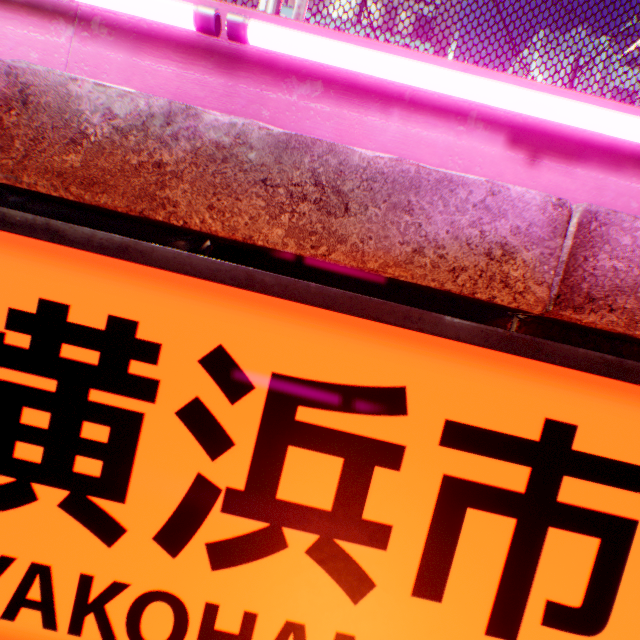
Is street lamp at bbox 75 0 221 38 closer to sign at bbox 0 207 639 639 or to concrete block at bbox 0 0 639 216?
concrete block at bbox 0 0 639 216

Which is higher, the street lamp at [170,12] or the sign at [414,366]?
the street lamp at [170,12]

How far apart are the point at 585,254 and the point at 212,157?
1.28m

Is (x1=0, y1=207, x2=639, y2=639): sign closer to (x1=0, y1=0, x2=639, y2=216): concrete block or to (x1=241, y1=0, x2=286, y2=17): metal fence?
(x1=0, y1=0, x2=639, y2=216): concrete block

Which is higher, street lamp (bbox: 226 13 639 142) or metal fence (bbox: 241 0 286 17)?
metal fence (bbox: 241 0 286 17)

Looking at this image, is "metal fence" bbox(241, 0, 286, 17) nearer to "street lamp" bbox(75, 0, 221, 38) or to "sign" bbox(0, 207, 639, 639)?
"street lamp" bbox(75, 0, 221, 38)

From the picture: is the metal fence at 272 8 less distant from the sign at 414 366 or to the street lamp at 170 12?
the street lamp at 170 12
